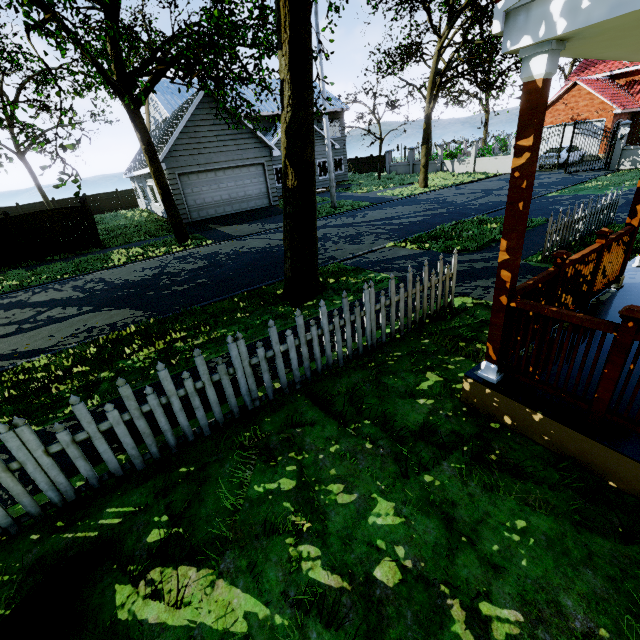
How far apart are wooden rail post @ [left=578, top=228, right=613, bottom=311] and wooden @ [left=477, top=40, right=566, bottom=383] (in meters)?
1.98

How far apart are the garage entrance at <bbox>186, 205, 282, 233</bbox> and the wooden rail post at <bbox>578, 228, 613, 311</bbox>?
16.40m

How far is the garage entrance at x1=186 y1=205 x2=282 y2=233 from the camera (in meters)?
17.11

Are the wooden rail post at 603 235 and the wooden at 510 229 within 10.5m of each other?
yes

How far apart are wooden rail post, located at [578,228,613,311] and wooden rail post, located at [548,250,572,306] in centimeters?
96cm

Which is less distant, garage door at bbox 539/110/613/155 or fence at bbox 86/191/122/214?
garage door at bbox 539/110/613/155

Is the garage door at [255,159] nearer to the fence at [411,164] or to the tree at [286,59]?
the tree at [286,59]

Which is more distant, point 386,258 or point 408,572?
point 386,258
